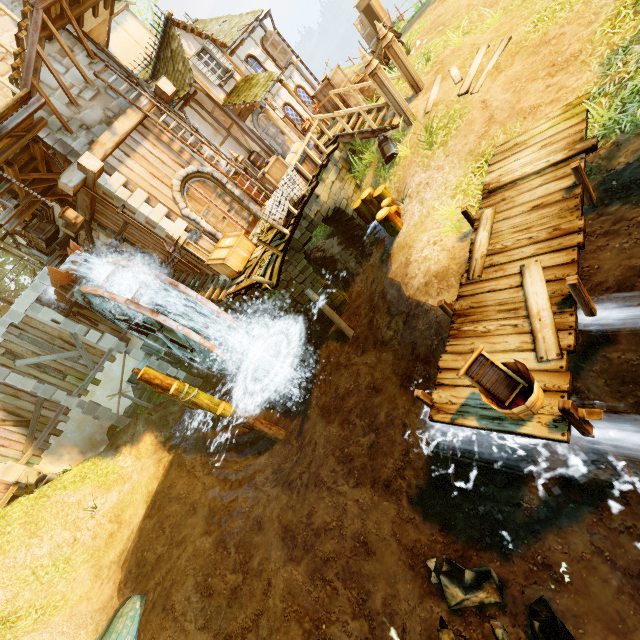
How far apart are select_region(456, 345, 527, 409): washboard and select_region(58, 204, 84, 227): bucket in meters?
10.1 m

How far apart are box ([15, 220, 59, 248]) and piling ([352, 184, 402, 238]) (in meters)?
13.01

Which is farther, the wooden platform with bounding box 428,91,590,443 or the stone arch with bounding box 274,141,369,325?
the stone arch with bounding box 274,141,369,325

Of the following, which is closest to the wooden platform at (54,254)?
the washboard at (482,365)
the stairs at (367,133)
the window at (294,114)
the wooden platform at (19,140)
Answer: the wooden platform at (19,140)

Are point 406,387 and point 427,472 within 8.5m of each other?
yes

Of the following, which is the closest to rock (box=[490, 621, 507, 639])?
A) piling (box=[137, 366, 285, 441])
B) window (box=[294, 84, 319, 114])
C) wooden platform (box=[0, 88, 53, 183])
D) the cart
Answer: piling (box=[137, 366, 285, 441])

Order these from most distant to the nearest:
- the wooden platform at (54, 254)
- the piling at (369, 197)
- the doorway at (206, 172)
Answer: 1. the wooden platform at (54, 254)
2. the doorway at (206, 172)
3. the piling at (369, 197)

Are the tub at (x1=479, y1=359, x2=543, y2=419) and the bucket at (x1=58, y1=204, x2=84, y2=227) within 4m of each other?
no
